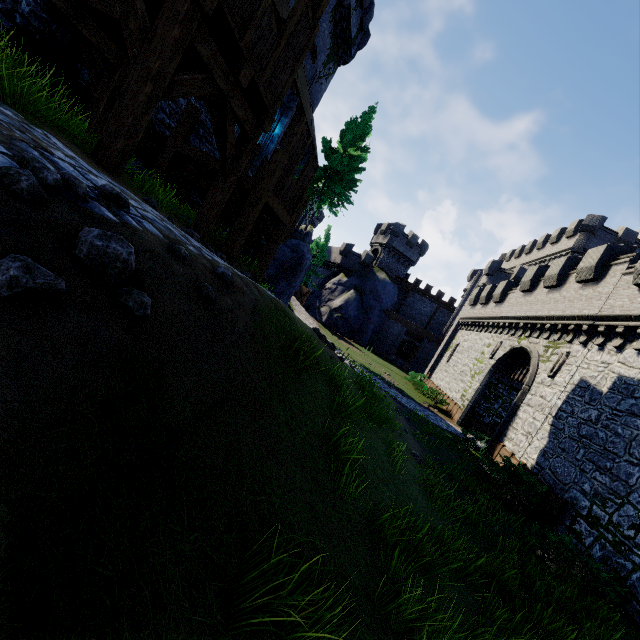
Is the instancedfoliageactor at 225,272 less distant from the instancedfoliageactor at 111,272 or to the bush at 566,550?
the instancedfoliageactor at 111,272

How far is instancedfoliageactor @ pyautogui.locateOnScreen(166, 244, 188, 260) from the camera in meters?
2.8 m

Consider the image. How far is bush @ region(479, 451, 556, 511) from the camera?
11.1m

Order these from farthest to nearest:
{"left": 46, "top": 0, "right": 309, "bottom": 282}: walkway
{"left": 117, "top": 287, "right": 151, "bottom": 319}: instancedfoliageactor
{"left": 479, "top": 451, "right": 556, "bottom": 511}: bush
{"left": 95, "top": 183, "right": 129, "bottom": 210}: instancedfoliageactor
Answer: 1. {"left": 479, "top": 451, "right": 556, "bottom": 511}: bush
2. {"left": 46, "top": 0, "right": 309, "bottom": 282}: walkway
3. {"left": 95, "top": 183, "right": 129, "bottom": 210}: instancedfoliageactor
4. {"left": 117, "top": 287, "right": 151, "bottom": 319}: instancedfoliageactor

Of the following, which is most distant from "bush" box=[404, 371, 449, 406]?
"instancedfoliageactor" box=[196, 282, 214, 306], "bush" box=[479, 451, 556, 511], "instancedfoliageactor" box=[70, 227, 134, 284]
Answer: "instancedfoliageactor" box=[70, 227, 134, 284]

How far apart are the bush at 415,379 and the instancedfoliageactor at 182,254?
27.0m

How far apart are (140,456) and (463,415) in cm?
2373

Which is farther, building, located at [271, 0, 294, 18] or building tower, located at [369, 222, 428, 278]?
building tower, located at [369, 222, 428, 278]
